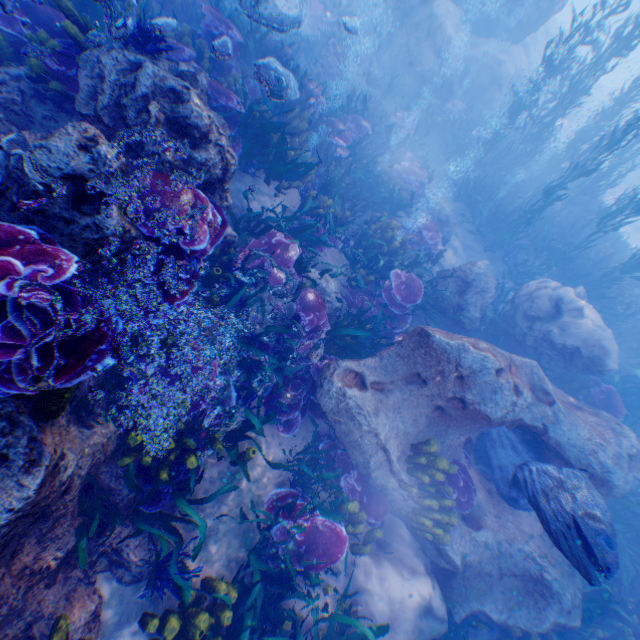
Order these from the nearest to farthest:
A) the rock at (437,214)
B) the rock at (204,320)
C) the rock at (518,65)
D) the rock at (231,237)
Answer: the rock at (204,320)
the rock at (231,237)
the rock at (437,214)
the rock at (518,65)

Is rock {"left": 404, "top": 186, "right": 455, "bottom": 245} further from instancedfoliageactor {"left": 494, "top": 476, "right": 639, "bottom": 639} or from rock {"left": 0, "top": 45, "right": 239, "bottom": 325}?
instancedfoliageactor {"left": 494, "top": 476, "right": 639, "bottom": 639}

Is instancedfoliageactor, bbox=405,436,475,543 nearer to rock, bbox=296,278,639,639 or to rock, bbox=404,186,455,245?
rock, bbox=296,278,639,639

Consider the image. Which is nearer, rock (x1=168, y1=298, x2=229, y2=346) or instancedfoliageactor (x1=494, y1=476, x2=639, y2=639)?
rock (x1=168, y1=298, x2=229, y2=346)

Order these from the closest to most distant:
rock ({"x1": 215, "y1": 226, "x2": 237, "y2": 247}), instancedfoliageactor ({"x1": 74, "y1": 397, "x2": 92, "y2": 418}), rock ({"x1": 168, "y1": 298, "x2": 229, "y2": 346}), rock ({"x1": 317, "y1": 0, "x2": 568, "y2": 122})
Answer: instancedfoliageactor ({"x1": 74, "y1": 397, "x2": 92, "y2": 418}), rock ({"x1": 168, "y1": 298, "x2": 229, "y2": 346}), rock ({"x1": 215, "y1": 226, "x2": 237, "y2": 247}), rock ({"x1": 317, "y1": 0, "x2": 568, "y2": 122})

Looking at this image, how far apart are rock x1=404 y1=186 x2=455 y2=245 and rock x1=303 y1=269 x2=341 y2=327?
5.41m

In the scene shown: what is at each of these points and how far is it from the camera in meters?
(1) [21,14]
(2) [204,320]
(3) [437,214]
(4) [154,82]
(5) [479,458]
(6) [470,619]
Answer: (1) instancedfoliageactor, 4.4
(2) rock, 4.5
(3) rock, 10.9
(4) rock, 3.4
(5) instancedfoliageactor, 7.4
(6) instancedfoliageactor, 6.1

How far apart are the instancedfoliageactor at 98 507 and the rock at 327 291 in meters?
4.3 m
